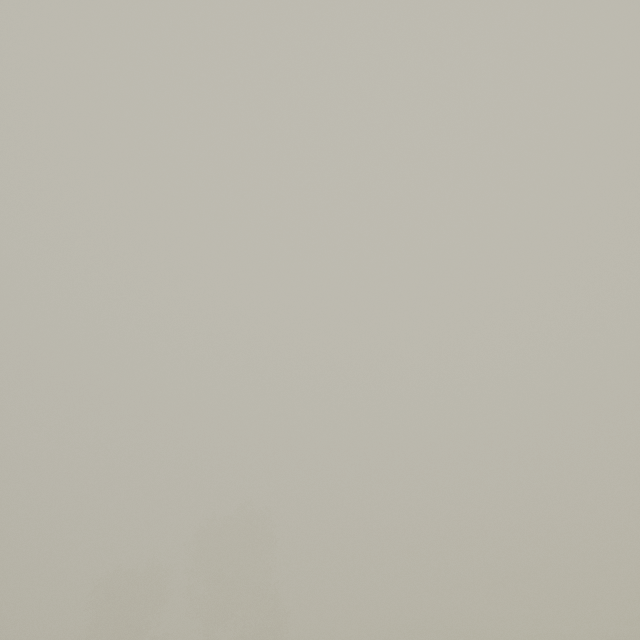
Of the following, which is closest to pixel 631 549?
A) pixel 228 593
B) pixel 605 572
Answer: pixel 605 572
